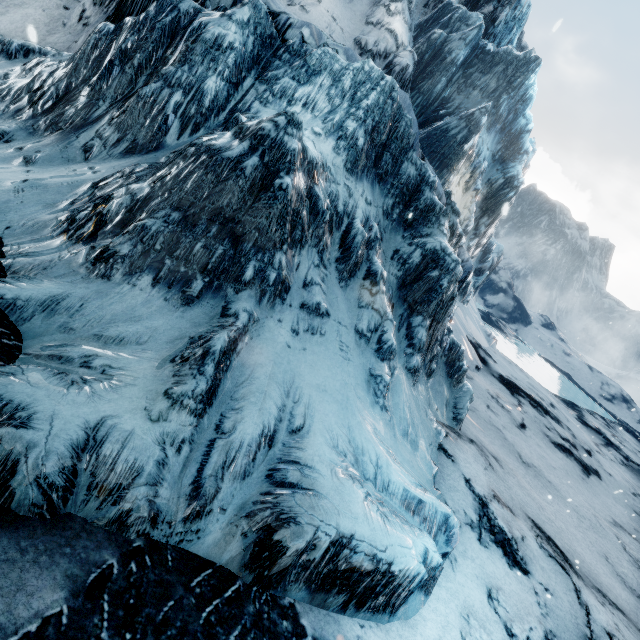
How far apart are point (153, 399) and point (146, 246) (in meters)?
1.96
